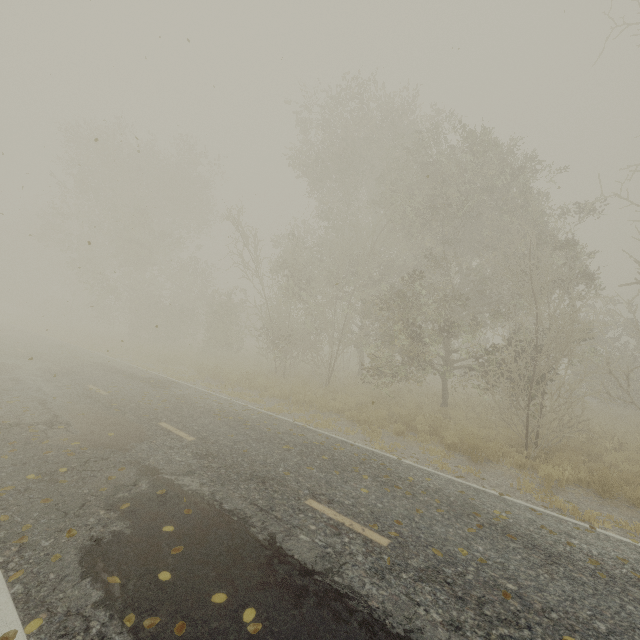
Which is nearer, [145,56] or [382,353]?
[145,56]
